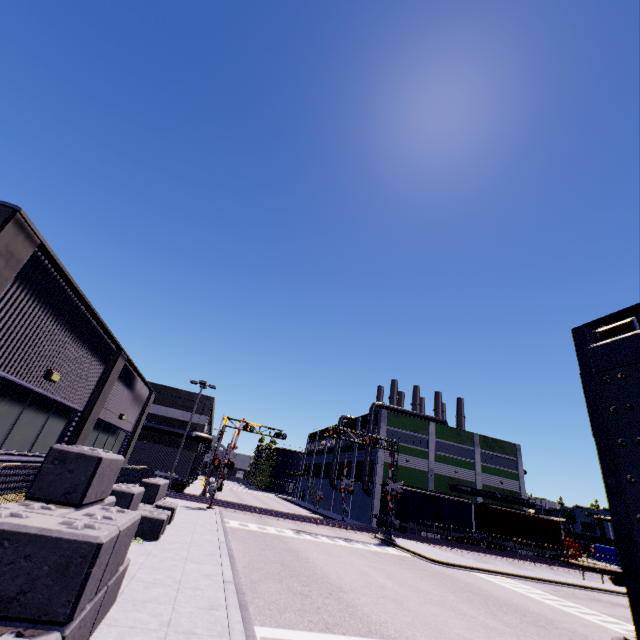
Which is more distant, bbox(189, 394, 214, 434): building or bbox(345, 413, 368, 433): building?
bbox(345, 413, 368, 433): building

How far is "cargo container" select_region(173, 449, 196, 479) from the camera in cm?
3288

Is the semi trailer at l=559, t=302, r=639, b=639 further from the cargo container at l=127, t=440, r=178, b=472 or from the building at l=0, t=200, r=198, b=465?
the cargo container at l=127, t=440, r=178, b=472

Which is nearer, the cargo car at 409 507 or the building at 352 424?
the cargo car at 409 507

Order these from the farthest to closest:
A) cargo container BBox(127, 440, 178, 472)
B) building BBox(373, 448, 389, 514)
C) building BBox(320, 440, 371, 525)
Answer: building BBox(320, 440, 371, 525)
building BBox(373, 448, 389, 514)
cargo container BBox(127, 440, 178, 472)

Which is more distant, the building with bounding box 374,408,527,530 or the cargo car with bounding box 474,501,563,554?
the building with bounding box 374,408,527,530

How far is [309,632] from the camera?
8.2m
